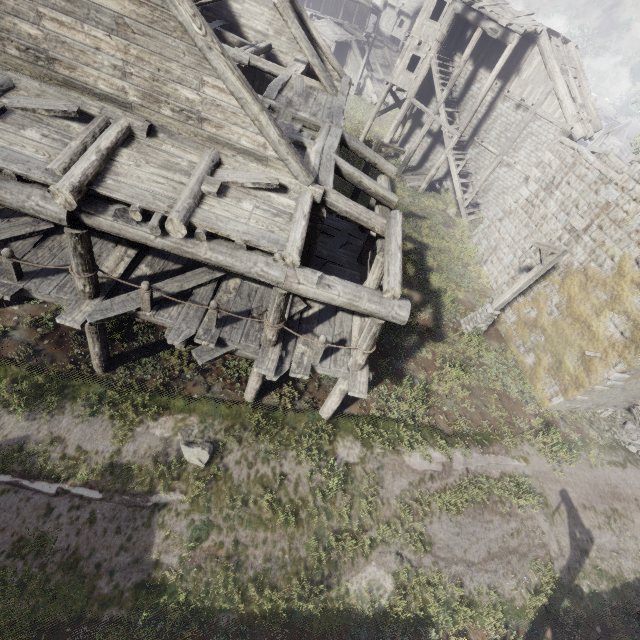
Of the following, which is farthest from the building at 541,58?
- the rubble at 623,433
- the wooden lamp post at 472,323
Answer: the wooden lamp post at 472,323

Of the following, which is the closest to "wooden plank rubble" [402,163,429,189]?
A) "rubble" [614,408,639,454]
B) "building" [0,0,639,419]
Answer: "building" [0,0,639,419]

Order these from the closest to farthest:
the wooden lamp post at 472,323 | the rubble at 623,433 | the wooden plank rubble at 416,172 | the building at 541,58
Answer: the building at 541,58
the wooden lamp post at 472,323
the rubble at 623,433
the wooden plank rubble at 416,172

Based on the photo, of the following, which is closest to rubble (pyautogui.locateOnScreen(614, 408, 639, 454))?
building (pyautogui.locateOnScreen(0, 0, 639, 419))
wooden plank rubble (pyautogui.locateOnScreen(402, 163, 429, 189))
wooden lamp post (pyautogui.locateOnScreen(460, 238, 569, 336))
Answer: building (pyautogui.locateOnScreen(0, 0, 639, 419))

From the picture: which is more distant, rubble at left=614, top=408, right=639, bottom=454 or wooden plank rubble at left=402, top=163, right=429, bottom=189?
wooden plank rubble at left=402, top=163, right=429, bottom=189

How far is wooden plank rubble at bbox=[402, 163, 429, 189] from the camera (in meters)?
24.41

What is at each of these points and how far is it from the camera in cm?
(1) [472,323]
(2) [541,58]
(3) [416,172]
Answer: (1) wooden lamp post, 1499
(2) building, 1892
(3) wooden plank rubble, 2572

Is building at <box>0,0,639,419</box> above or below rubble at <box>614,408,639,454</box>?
above
